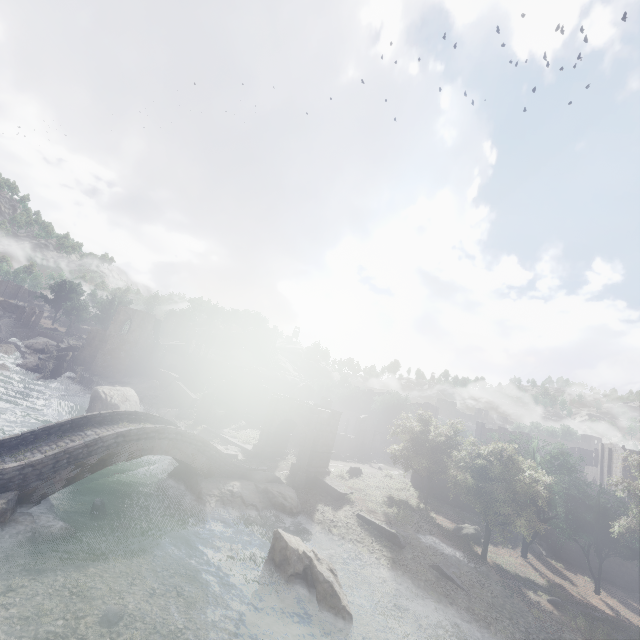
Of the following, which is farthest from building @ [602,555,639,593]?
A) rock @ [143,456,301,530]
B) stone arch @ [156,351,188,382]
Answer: rock @ [143,456,301,530]

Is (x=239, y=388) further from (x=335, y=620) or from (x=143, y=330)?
(x=335, y=620)

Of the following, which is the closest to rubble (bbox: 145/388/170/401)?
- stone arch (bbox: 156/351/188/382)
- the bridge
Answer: stone arch (bbox: 156/351/188/382)

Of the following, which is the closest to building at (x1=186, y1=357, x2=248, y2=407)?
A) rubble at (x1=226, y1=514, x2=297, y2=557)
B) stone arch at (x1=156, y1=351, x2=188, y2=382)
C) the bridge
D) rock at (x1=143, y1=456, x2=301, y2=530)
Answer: stone arch at (x1=156, y1=351, x2=188, y2=382)

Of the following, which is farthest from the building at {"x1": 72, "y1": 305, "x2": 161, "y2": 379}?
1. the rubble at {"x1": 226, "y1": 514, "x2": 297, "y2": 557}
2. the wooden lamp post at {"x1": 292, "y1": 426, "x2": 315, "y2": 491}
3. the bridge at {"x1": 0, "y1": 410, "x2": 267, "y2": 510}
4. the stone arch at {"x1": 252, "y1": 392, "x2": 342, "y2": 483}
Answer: the rubble at {"x1": 226, "y1": 514, "x2": 297, "y2": 557}

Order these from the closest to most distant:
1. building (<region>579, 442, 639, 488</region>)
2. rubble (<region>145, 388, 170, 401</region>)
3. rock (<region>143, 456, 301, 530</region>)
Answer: rock (<region>143, 456, 301, 530</region>) < building (<region>579, 442, 639, 488</region>) < rubble (<region>145, 388, 170, 401</region>)

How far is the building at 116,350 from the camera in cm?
5012

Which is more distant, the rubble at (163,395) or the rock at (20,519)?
the rubble at (163,395)
